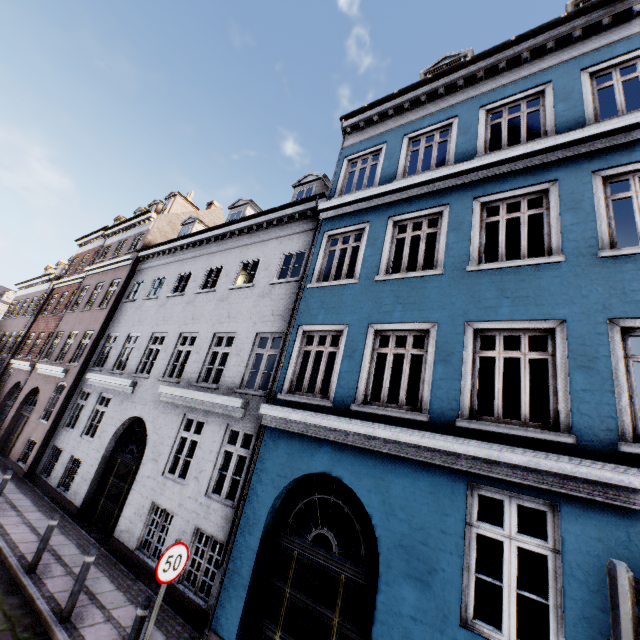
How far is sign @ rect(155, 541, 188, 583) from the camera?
4.8 meters

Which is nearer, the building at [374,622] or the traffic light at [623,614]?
the traffic light at [623,614]

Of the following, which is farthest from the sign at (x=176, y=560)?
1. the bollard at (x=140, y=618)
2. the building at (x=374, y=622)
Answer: the building at (x=374, y=622)

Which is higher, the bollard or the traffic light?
the traffic light

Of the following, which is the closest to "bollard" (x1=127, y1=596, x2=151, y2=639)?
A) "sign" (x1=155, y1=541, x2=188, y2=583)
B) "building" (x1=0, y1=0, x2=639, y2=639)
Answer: "sign" (x1=155, y1=541, x2=188, y2=583)

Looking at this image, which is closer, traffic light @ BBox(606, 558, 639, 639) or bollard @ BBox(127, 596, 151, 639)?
traffic light @ BBox(606, 558, 639, 639)

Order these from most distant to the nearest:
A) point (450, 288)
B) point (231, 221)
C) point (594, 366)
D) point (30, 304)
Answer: point (30, 304) → point (231, 221) → point (450, 288) → point (594, 366)

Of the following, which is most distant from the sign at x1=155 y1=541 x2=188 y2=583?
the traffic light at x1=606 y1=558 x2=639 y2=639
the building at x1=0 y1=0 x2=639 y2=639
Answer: the traffic light at x1=606 y1=558 x2=639 y2=639
